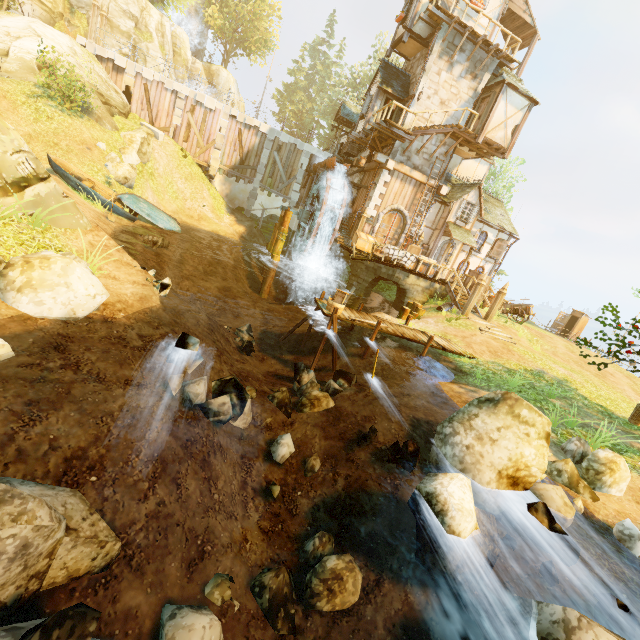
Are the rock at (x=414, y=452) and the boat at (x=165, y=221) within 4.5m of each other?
no

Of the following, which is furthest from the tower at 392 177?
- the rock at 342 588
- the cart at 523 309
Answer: the rock at 342 588

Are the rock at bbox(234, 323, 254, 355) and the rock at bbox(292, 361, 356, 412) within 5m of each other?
yes

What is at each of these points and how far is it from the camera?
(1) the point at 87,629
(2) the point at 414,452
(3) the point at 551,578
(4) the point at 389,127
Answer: (1) rock, 2.53m
(2) rock, 6.56m
(3) rock, 5.05m
(4) wooden platform, 18.05m

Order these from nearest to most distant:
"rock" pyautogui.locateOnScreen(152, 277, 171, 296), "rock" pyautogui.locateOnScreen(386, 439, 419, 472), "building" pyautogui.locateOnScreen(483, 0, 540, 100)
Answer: "rock" pyautogui.locateOnScreen(386, 439, 419, 472)
"rock" pyautogui.locateOnScreen(152, 277, 171, 296)
"building" pyautogui.locateOnScreen(483, 0, 540, 100)

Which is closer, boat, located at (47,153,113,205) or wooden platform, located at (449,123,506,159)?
boat, located at (47,153,113,205)

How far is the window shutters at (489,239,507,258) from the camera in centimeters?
2320cm

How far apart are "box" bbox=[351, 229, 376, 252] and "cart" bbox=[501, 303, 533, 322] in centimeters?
956cm
